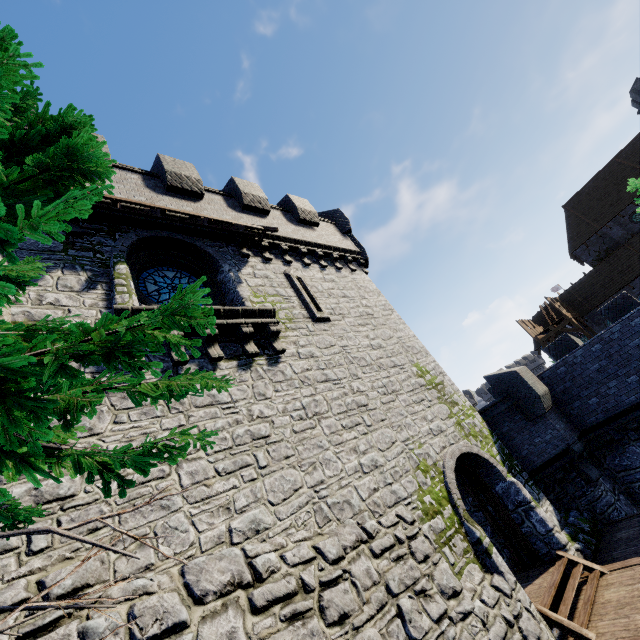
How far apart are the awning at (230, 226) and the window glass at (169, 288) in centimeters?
135cm

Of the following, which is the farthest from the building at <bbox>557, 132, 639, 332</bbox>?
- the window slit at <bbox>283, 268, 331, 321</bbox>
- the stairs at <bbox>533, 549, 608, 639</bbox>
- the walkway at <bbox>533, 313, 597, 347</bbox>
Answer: the window slit at <bbox>283, 268, 331, 321</bbox>

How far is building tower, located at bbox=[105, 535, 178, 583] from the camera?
4.51m

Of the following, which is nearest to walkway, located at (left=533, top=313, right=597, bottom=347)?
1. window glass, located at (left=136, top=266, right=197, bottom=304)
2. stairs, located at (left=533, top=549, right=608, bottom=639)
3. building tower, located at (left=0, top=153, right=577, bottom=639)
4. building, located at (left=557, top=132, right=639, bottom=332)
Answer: building, located at (left=557, top=132, right=639, bottom=332)

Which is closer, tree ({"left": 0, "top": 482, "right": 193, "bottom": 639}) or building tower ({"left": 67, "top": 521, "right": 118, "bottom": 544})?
Answer: tree ({"left": 0, "top": 482, "right": 193, "bottom": 639})

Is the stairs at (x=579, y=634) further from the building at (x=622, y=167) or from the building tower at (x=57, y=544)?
the building at (x=622, y=167)

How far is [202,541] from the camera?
5.24m
